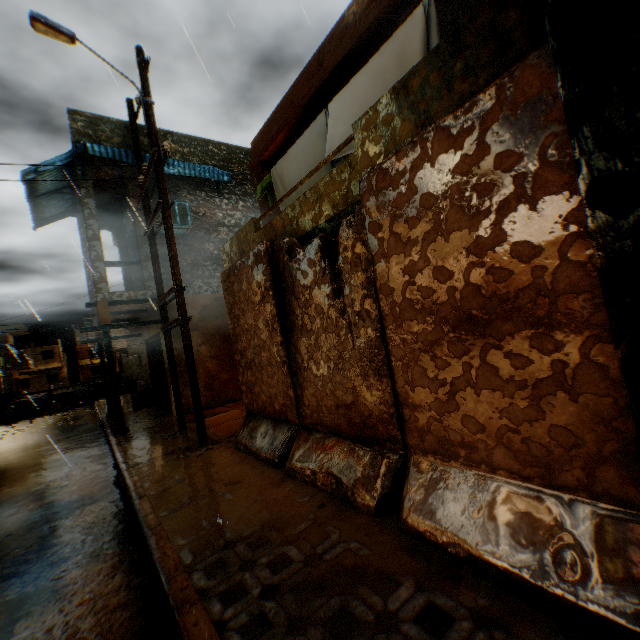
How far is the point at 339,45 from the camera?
5.87m

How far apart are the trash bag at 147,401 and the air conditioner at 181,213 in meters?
6.9 m

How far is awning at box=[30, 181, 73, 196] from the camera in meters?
9.8 m

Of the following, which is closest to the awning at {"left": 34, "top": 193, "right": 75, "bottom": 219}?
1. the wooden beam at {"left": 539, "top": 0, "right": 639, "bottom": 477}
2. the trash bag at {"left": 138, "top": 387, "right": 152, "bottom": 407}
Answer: the wooden beam at {"left": 539, "top": 0, "right": 639, "bottom": 477}

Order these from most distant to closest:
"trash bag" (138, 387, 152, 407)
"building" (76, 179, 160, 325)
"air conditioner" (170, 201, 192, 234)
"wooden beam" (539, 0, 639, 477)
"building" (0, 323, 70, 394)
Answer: "building" (0, 323, 70, 394) → "trash bag" (138, 387, 152, 407) → "air conditioner" (170, 201, 192, 234) → "building" (76, 179, 160, 325) → "wooden beam" (539, 0, 639, 477)

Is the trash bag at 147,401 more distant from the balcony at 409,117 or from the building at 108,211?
the balcony at 409,117

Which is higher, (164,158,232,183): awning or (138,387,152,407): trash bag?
(164,158,232,183): awning

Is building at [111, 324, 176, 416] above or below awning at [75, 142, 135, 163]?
below
